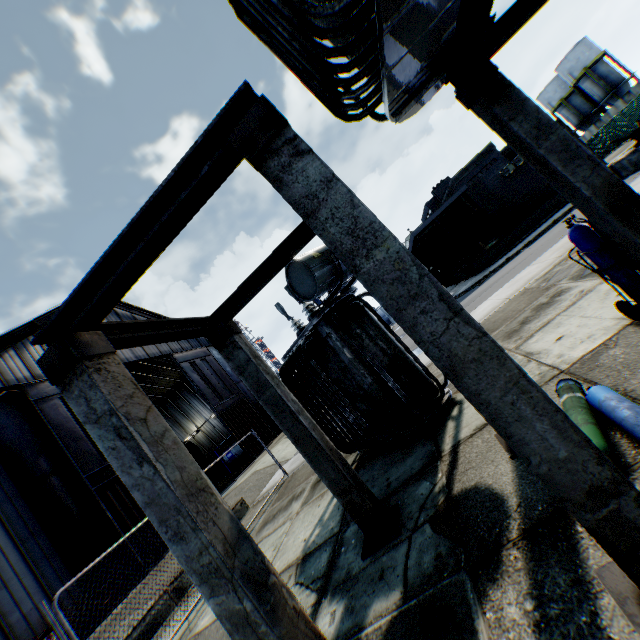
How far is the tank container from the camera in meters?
31.7

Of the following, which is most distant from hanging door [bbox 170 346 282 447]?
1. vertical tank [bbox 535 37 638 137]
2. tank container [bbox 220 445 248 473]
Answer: vertical tank [bbox 535 37 638 137]

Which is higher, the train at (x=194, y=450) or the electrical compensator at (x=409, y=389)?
the train at (x=194, y=450)

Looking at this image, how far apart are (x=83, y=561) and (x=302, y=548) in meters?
13.3

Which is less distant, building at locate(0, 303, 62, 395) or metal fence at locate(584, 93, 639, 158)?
building at locate(0, 303, 62, 395)

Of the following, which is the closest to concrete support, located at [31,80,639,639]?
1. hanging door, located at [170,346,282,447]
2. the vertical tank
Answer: hanging door, located at [170,346,282,447]

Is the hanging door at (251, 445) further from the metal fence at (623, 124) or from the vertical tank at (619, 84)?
the vertical tank at (619, 84)

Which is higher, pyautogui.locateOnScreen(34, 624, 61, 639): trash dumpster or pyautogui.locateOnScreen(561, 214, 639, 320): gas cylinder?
pyautogui.locateOnScreen(34, 624, 61, 639): trash dumpster
